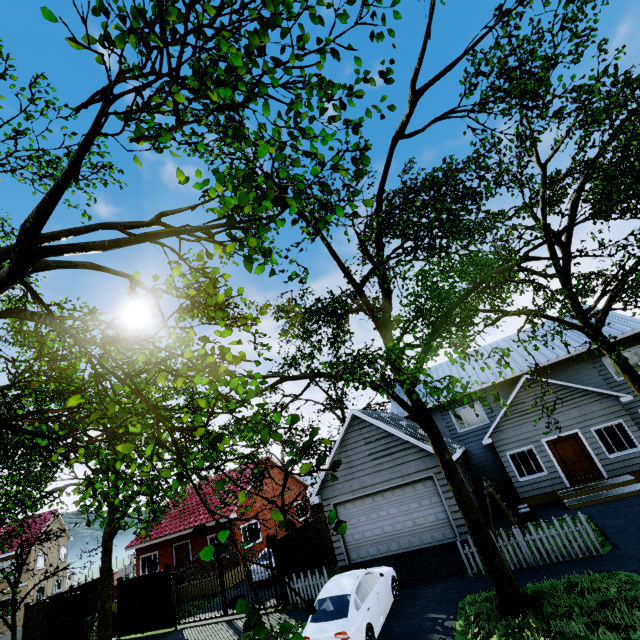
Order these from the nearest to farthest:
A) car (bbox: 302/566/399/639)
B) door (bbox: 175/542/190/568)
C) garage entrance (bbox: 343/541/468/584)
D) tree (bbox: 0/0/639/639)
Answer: tree (bbox: 0/0/639/639) → car (bbox: 302/566/399/639) → garage entrance (bbox: 343/541/468/584) → door (bbox: 175/542/190/568)

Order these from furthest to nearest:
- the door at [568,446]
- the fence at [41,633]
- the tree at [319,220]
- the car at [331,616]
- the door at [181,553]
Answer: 1. the door at [181,553]
2. the fence at [41,633]
3. the door at [568,446]
4. the car at [331,616]
5. the tree at [319,220]

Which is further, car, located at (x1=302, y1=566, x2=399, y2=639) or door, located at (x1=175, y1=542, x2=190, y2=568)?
door, located at (x1=175, y1=542, x2=190, y2=568)

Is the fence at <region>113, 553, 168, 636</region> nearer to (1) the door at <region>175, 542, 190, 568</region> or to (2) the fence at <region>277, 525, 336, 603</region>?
(2) the fence at <region>277, 525, 336, 603</region>

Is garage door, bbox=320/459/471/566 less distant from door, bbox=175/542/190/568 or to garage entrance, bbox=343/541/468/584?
garage entrance, bbox=343/541/468/584

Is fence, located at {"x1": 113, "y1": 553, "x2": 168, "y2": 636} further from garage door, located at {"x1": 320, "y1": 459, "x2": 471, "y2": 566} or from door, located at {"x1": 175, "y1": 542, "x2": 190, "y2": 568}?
garage door, located at {"x1": 320, "y1": 459, "x2": 471, "y2": 566}

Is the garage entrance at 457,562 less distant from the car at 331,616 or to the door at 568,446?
the car at 331,616

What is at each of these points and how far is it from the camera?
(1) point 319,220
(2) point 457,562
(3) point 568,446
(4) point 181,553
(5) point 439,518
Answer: (1) tree, 3.4m
(2) garage entrance, 11.6m
(3) door, 15.8m
(4) door, 22.9m
(5) garage door, 13.3m
